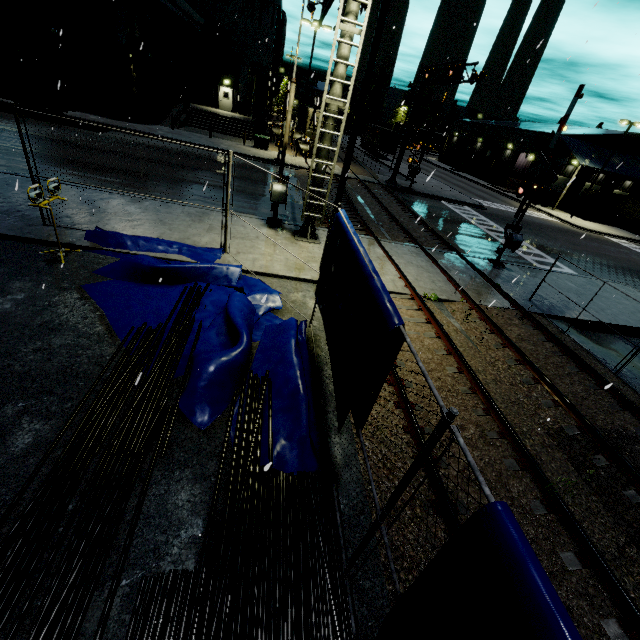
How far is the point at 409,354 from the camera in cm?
818

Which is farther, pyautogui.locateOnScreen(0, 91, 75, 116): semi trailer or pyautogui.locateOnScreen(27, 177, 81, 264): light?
pyautogui.locateOnScreen(0, 91, 75, 116): semi trailer

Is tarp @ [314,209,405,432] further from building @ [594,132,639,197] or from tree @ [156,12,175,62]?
tree @ [156,12,175,62]

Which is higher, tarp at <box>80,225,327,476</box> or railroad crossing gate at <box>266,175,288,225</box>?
railroad crossing gate at <box>266,175,288,225</box>

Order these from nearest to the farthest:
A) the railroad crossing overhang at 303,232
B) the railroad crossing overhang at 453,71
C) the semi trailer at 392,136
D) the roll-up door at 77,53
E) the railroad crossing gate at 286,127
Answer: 1. the railroad crossing gate at 286,127
2. the railroad crossing overhang at 303,232
3. the railroad crossing overhang at 453,71
4. the roll-up door at 77,53
5. the semi trailer at 392,136

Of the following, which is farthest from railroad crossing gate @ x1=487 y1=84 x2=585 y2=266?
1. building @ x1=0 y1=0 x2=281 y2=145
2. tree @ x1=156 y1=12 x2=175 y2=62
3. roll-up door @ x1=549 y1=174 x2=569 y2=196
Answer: roll-up door @ x1=549 y1=174 x2=569 y2=196

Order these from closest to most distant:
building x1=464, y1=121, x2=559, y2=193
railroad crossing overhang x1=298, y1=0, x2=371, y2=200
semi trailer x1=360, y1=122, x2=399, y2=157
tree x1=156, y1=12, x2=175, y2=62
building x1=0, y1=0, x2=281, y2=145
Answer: railroad crossing overhang x1=298, y1=0, x2=371, y2=200, building x1=0, y1=0, x2=281, y2=145, tree x1=156, y1=12, x2=175, y2=62, semi trailer x1=360, y1=122, x2=399, y2=157, building x1=464, y1=121, x2=559, y2=193

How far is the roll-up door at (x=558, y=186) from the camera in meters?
44.2 m
